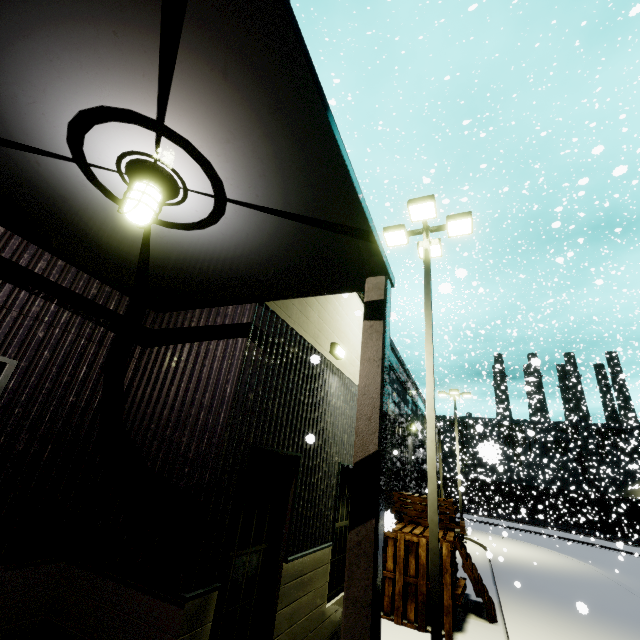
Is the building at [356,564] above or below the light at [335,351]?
below

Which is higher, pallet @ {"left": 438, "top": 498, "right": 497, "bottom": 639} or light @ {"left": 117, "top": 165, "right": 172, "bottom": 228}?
light @ {"left": 117, "top": 165, "right": 172, "bottom": 228}

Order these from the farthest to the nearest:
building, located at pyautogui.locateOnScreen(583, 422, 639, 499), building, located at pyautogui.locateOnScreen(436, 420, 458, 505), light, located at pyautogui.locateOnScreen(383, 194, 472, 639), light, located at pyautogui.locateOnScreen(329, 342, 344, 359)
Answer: building, located at pyautogui.locateOnScreen(583, 422, 639, 499) → building, located at pyautogui.locateOnScreen(436, 420, 458, 505) → light, located at pyautogui.locateOnScreen(329, 342, 344, 359) → light, located at pyautogui.locateOnScreen(383, 194, 472, 639)

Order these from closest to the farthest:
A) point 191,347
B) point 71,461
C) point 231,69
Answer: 1. point 231,69
2. point 71,461
3. point 191,347

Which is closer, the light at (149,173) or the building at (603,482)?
the light at (149,173)

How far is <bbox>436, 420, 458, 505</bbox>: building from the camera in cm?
2694

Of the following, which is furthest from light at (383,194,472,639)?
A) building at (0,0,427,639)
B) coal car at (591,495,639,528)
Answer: coal car at (591,495,639,528)
